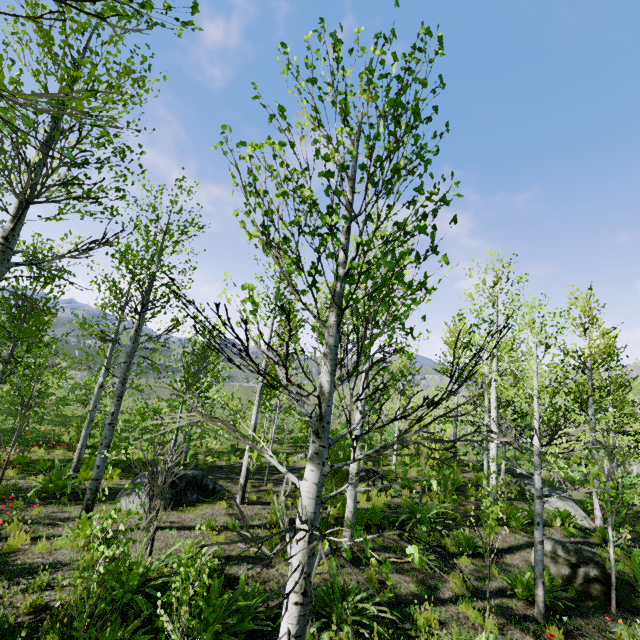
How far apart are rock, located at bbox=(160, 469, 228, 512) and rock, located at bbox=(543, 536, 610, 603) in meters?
9.3 m

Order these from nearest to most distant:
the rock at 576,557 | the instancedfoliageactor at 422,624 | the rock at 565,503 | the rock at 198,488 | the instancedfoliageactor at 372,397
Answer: the instancedfoliageactor at 372,397 < the instancedfoliageactor at 422,624 < the rock at 576,557 < the rock at 198,488 < the rock at 565,503

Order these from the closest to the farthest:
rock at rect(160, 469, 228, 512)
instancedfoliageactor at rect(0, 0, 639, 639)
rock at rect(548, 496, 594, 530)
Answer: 1. instancedfoliageactor at rect(0, 0, 639, 639)
2. rock at rect(160, 469, 228, 512)
3. rock at rect(548, 496, 594, 530)

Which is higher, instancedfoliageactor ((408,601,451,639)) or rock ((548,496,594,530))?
rock ((548,496,594,530))

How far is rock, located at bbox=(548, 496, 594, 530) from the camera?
13.05m

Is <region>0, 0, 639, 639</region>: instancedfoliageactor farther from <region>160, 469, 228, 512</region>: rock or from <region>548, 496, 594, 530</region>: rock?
<region>160, 469, 228, 512</region>: rock

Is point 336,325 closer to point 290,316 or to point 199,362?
point 199,362

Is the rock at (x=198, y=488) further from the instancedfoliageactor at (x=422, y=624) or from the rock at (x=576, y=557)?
the rock at (x=576, y=557)
